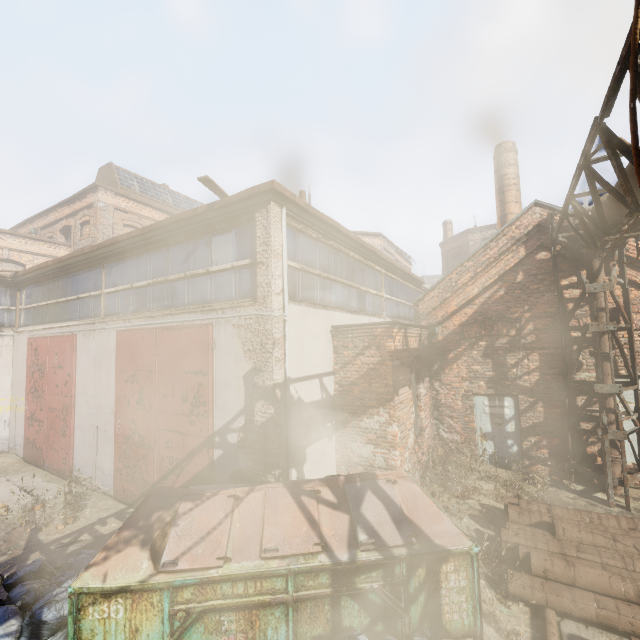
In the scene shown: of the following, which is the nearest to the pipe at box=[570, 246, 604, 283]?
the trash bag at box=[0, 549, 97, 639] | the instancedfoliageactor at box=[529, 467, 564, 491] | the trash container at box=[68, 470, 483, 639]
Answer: the instancedfoliageactor at box=[529, 467, 564, 491]

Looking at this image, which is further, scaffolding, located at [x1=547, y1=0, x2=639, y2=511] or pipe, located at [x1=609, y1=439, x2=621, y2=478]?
pipe, located at [x1=609, y1=439, x2=621, y2=478]

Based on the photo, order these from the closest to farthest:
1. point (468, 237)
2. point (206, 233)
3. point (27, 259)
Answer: point (206, 233) < point (27, 259) < point (468, 237)

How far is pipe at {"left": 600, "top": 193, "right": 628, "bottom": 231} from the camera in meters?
5.2 m

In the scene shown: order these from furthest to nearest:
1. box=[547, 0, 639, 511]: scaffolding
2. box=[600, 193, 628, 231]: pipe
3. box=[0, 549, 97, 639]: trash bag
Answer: box=[600, 193, 628, 231]: pipe < box=[0, 549, 97, 639]: trash bag < box=[547, 0, 639, 511]: scaffolding

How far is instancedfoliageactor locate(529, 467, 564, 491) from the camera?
7.0 meters

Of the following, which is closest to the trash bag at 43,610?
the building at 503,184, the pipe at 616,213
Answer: the pipe at 616,213

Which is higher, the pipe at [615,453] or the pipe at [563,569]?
the pipe at [615,453]
